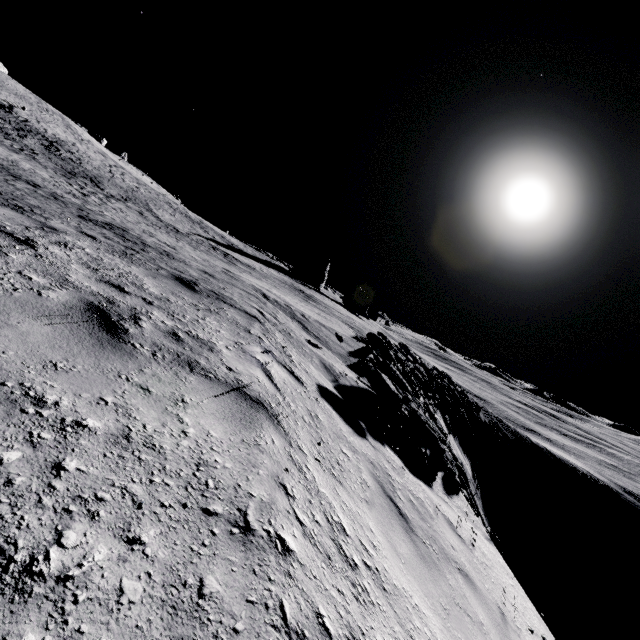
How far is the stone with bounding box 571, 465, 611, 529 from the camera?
40.09m

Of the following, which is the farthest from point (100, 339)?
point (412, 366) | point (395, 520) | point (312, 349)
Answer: point (412, 366)

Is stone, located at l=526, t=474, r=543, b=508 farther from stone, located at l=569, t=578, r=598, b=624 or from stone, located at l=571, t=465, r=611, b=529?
stone, located at l=571, t=465, r=611, b=529

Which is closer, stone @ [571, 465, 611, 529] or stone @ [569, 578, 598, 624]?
stone @ [569, 578, 598, 624]

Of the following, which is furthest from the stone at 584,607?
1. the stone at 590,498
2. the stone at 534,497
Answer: the stone at 590,498

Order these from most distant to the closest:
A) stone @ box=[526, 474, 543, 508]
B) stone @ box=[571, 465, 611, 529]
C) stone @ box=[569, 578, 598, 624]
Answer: stone @ box=[571, 465, 611, 529], stone @ box=[526, 474, 543, 508], stone @ box=[569, 578, 598, 624]

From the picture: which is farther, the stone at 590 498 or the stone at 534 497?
the stone at 590 498
